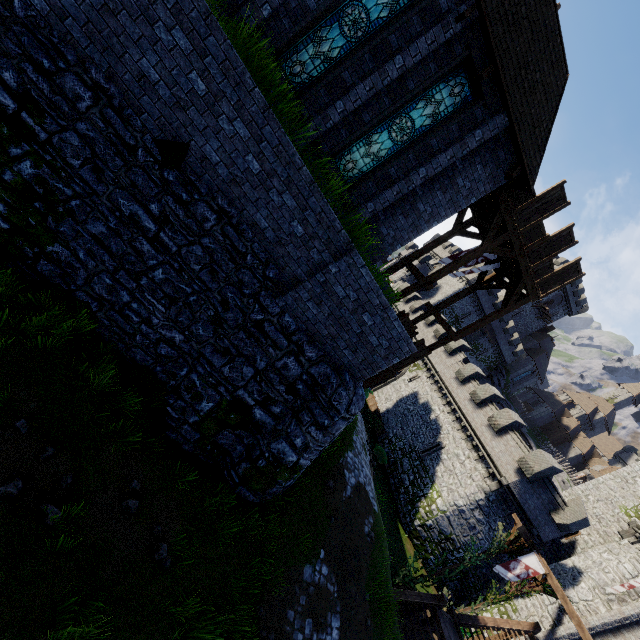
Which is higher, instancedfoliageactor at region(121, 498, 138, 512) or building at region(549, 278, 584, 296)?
building at region(549, 278, 584, 296)

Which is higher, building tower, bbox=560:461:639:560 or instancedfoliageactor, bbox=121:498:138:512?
building tower, bbox=560:461:639:560

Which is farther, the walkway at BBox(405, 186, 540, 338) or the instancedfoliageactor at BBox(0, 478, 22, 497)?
the walkway at BBox(405, 186, 540, 338)

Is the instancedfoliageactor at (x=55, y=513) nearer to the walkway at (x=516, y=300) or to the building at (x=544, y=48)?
the building at (x=544, y=48)

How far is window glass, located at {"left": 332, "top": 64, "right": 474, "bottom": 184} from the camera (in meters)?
9.75

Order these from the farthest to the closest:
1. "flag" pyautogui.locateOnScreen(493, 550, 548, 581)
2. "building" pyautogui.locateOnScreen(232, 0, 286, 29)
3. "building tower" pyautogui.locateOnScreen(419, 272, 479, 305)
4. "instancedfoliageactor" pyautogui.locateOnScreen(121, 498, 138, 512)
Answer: "building tower" pyautogui.locateOnScreen(419, 272, 479, 305) → "flag" pyautogui.locateOnScreen(493, 550, 548, 581) → "building" pyautogui.locateOnScreen(232, 0, 286, 29) → "instancedfoliageactor" pyautogui.locateOnScreen(121, 498, 138, 512)

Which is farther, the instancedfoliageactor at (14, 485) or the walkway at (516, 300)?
the walkway at (516, 300)

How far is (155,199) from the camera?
6.3 meters
